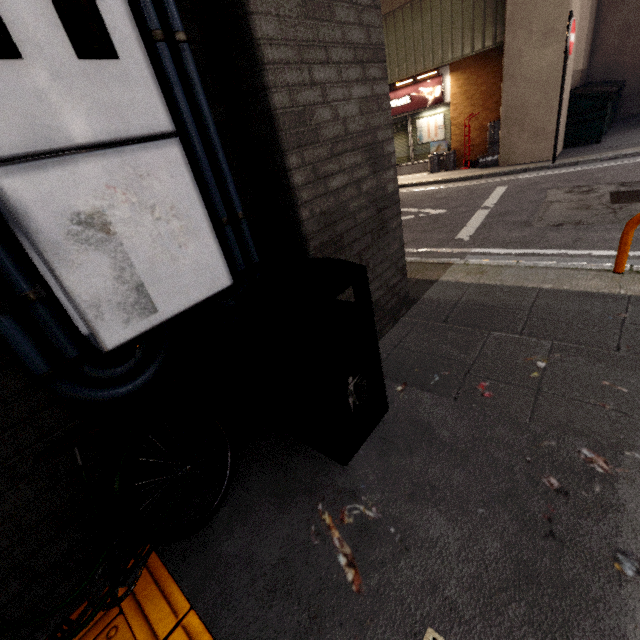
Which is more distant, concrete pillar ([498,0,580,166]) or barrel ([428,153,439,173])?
barrel ([428,153,439,173])

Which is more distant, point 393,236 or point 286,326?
point 393,236

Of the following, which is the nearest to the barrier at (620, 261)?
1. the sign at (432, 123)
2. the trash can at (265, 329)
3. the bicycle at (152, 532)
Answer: the trash can at (265, 329)

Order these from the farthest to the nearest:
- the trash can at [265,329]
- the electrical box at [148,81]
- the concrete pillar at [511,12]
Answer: the concrete pillar at [511,12] → the trash can at [265,329] → the electrical box at [148,81]

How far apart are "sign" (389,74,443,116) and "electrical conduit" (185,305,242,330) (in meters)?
11.47

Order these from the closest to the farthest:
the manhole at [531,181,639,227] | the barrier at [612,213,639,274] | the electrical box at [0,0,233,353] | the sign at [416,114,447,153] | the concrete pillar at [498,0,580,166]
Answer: the electrical box at [0,0,233,353] → the barrier at [612,213,639,274] → the manhole at [531,181,639,227] → the concrete pillar at [498,0,580,166] → the sign at [416,114,447,153]

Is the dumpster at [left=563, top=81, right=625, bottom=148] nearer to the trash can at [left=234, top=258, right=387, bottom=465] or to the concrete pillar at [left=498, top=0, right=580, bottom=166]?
the concrete pillar at [left=498, top=0, right=580, bottom=166]

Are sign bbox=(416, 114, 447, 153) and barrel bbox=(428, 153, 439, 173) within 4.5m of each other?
yes
